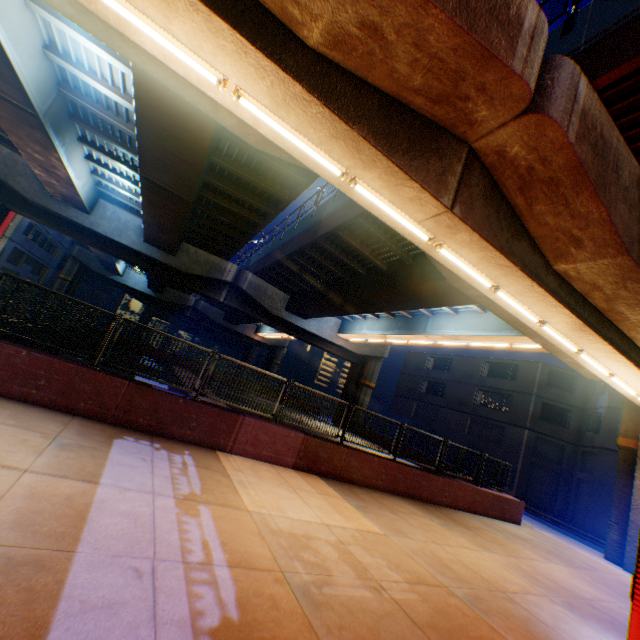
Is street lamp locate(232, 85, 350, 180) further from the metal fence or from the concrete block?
the concrete block

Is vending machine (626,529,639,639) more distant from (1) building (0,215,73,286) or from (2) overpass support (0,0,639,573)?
(1) building (0,215,73,286)

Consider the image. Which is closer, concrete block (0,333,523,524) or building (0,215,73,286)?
concrete block (0,333,523,524)

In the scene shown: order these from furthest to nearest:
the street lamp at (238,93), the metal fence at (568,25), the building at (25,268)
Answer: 1. the building at (25,268)
2. the metal fence at (568,25)
3. the street lamp at (238,93)

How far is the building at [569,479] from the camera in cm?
2305

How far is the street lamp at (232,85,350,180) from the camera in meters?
5.3 m

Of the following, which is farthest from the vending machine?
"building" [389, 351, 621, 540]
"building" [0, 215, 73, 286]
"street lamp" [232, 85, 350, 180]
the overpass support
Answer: "building" [0, 215, 73, 286]

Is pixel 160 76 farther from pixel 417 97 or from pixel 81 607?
pixel 81 607
